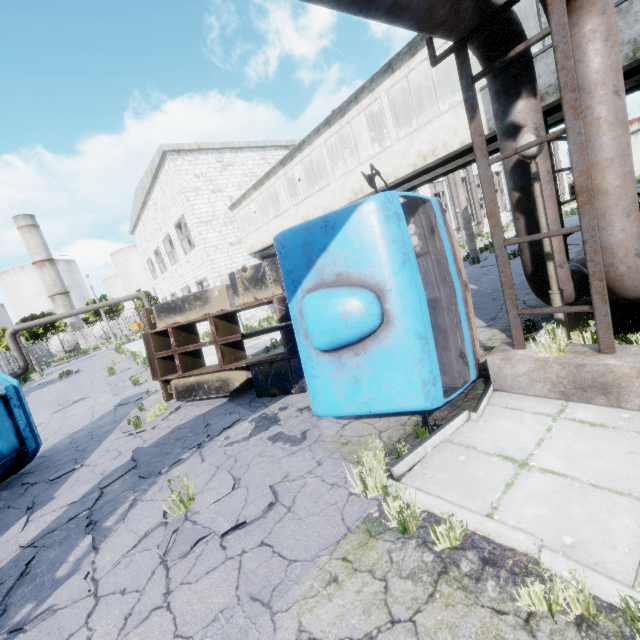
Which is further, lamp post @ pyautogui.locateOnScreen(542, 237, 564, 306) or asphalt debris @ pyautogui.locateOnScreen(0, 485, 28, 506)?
asphalt debris @ pyautogui.locateOnScreen(0, 485, 28, 506)

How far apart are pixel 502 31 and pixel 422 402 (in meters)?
4.89

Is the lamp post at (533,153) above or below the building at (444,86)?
below

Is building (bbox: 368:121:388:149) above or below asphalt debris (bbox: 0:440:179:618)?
above

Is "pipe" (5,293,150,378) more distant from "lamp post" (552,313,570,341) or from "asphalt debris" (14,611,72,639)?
"lamp post" (552,313,570,341)

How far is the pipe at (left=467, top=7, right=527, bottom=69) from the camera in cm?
406

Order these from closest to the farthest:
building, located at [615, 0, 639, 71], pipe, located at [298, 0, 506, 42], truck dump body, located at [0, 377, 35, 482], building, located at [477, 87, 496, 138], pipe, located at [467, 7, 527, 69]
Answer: pipe, located at [298, 0, 506, 42] < pipe, located at [467, 7, 527, 69] < building, located at [615, 0, 639, 71] < truck dump body, located at [0, 377, 35, 482] < building, located at [477, 87, 496, 138]

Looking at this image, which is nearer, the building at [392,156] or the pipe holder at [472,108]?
the pipe holder at [472,108]
